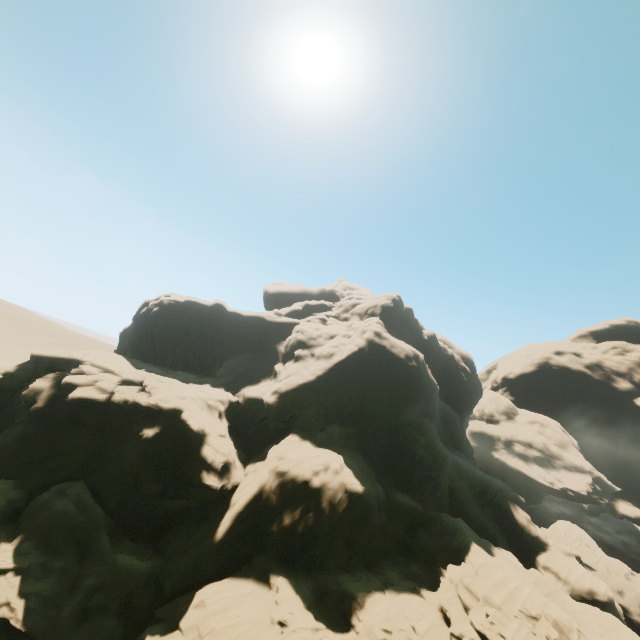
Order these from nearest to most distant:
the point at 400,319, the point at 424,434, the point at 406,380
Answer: the point at 424,434 < the point at 406,380 < the point at 400,319
